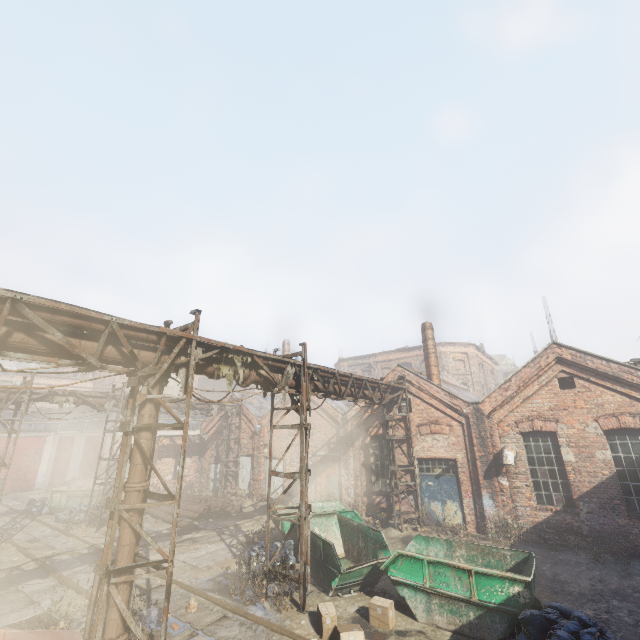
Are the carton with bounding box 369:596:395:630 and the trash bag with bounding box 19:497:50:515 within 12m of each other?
no

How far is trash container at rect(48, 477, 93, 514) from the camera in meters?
18.7

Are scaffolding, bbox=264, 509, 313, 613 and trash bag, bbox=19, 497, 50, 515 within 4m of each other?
no

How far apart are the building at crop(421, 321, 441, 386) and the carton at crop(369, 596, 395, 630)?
11.5 meters

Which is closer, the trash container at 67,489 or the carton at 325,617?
the carton at 325,617

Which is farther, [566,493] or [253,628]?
[566,493]

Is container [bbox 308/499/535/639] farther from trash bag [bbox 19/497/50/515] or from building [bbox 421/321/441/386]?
trash bag [bbox 19/497/50/515]

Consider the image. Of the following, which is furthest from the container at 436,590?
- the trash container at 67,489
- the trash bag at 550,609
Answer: the trash container at 67,489
